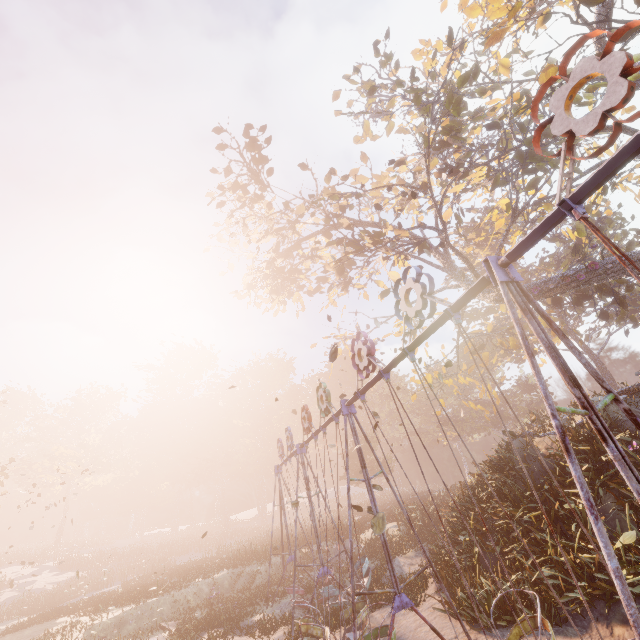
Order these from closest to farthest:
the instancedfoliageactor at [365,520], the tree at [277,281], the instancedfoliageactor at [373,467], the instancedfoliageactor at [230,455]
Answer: the tree at [277,281], the instancedfoliageactor at [365,520], the instancedfoliageactor at [373,467], the instancedfoliageactor at [230,455]

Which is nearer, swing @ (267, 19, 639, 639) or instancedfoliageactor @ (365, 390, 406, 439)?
swing @ (267, 19, 639, 639)

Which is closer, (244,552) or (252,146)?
(252,146)

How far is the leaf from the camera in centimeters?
616cm

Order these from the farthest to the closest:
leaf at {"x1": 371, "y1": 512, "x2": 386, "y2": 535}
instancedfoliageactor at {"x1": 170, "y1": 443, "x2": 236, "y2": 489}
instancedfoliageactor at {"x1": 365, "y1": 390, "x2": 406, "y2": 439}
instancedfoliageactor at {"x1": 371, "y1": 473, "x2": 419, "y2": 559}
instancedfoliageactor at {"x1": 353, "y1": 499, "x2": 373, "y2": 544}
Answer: instancedfoliageactor at {"x1": 170, "y1": 443, "x2": 236, "y2": 489} < instancedfoliageactor at {"x1": 365, "y1": 390, "x2": 406, "y2": 439} < instancedfoliageactor at {"x1": 353, "y1": 499, "x2": 373, "y2": 544} < instancedfoliageactor at {"x1": 371, "y1": 473, "x2": 419, "y2": 559} < leaf at {"x1": 371, "y1": 512, "x2": 386, "y2": 535}

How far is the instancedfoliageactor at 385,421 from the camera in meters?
52.1

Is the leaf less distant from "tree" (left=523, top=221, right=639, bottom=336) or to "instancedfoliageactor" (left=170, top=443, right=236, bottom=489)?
"tree" (left=523, top=221, right=639, bottom=336)

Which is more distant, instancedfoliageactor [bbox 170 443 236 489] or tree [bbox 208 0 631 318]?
instancedfoliageactor [bbox 170 443 236 489]
